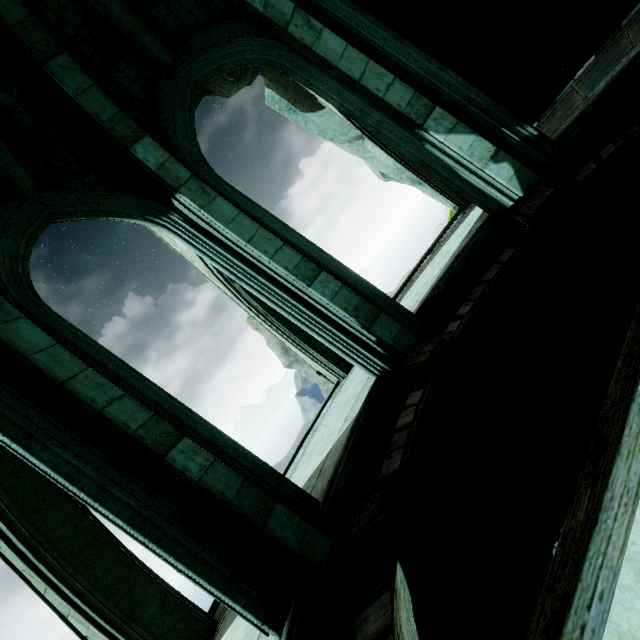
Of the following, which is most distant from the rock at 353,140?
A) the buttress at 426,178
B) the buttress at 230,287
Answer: the buttress at 230,287

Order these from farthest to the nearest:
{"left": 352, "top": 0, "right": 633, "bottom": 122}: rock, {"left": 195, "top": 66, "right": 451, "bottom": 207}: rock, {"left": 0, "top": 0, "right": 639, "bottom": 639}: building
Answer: {"left": 195, "top": 66, "right": 451, "bottom": 207}: rock
{"left": 352, "top": 0, "right": 633, "bottom": 122}: rock
{"left": 0, "top": 0, "right": 639, "bottom": 639}: building

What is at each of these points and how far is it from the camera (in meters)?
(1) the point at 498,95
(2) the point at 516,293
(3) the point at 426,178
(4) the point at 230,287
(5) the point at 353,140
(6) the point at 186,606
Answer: (1) rock, 8.30
(2) building, 4.96
(3) buttress, 8.36
(4) buttress, 7.71
(5) rock, 9.01
(6) buttress, 4.88

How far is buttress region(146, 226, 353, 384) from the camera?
7.5m

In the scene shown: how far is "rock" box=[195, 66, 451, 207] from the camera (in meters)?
7.54

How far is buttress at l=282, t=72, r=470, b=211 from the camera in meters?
7.6 m

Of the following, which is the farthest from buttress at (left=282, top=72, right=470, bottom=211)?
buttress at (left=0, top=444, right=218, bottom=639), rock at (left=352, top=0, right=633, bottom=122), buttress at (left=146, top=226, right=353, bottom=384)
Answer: buttress at (left=0, top=444, right=218, bottom=639)

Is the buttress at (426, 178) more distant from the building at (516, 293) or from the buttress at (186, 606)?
the buttress at (186, 606)
